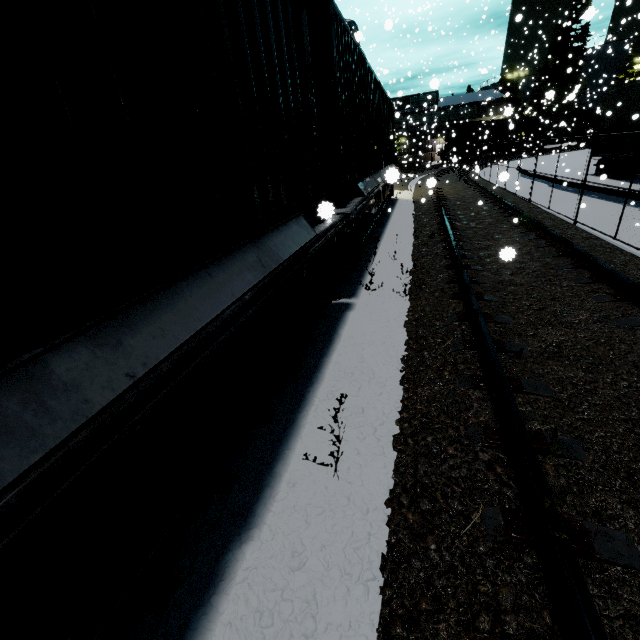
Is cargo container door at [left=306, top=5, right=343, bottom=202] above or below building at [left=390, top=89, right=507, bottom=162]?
A: below

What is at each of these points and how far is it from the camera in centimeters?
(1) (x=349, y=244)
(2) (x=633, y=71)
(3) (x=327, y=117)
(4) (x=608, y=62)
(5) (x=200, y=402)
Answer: (1) bogie, 574cm
(2) tree, 4428cm
(3) cargo container door, 466cm
(4) silo, 4906cm
(5) flatcar, 185cm

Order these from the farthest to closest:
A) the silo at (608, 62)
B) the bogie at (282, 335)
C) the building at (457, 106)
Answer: the building at (457, 106), the silo at (608, 62), the bogie at (282, 335)

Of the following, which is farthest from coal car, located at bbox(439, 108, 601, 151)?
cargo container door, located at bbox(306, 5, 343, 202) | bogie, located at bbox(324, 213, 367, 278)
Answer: bogie, located at bbox(324, 213, 367, 278)

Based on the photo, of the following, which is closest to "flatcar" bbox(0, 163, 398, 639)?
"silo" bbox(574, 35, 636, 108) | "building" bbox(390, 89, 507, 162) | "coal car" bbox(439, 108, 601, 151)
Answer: "building" bbox(390, 89, 507, 162)

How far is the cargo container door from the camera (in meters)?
4.20

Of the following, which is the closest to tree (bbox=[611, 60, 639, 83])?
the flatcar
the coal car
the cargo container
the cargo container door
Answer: the coal car

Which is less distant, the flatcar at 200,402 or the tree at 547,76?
the flatcar at 200,402
